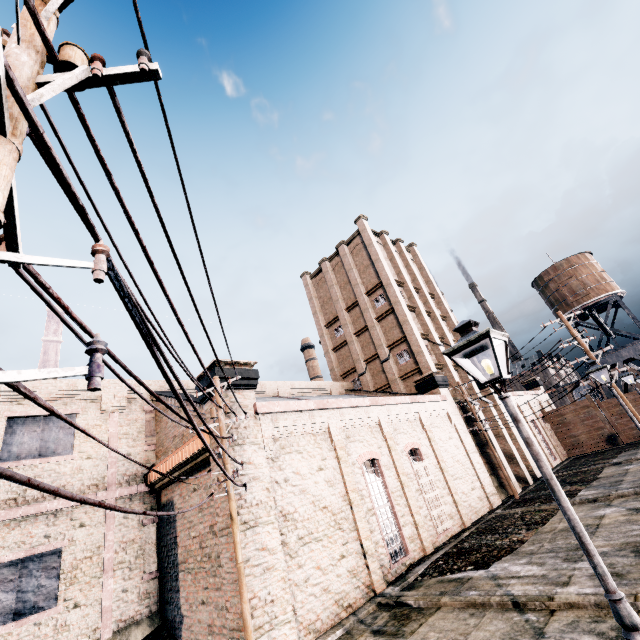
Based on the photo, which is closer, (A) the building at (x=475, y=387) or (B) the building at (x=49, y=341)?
(A) the building at (x=475, y=387)

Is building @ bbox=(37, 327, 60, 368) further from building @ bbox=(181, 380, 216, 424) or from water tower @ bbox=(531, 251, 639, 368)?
water tower @ bbox=(531, 251, 639, 368)

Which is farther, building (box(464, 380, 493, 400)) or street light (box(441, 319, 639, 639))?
building (box(464, 380, 493, 400))

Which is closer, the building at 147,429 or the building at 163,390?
the building at 147,429

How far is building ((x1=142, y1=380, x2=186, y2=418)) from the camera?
17.6m

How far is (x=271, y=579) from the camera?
→ 11.1 meters

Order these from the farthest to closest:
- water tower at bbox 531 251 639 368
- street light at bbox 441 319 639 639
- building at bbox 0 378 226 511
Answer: water tower at bbox 531 251 639 368, building at bbox 0 378 226 511, street light at bbox 441 319 639 639
